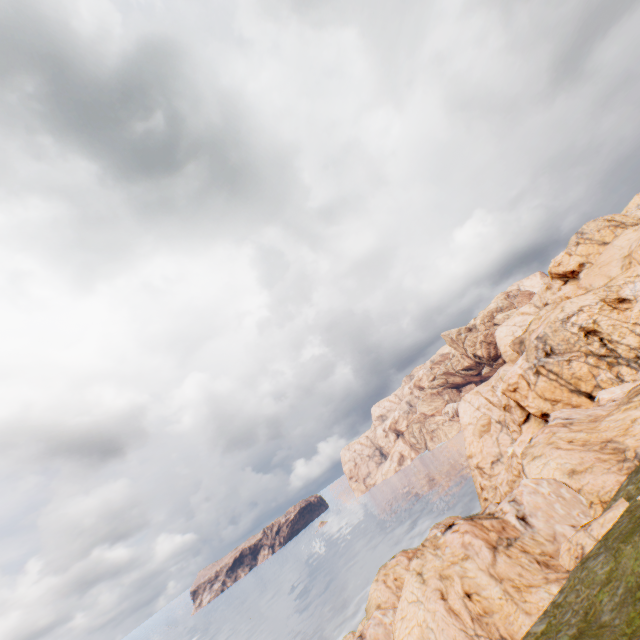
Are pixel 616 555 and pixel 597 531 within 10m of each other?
yes
